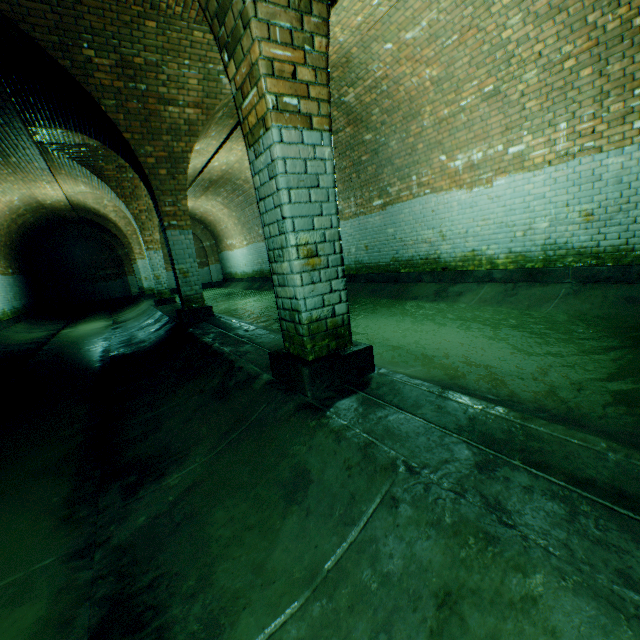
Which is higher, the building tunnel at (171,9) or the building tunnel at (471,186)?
the building tunnel at (171,9)

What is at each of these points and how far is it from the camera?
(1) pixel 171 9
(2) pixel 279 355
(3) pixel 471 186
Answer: (1) building tunnel, 4.2 meters
(2) support arch, 2.6 meters
(3) building tunnel, 6.1 meters

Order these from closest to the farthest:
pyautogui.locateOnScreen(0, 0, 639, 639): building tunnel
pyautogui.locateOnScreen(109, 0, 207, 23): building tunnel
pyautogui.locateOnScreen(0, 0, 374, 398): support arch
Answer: pyautogui.locateOnScreen(0, 0, 639, 639): building tunnel → pyautogui.locateOnScreen(0, 0, 374, 398): support arch → pyautogui.locateOnScreen(109, 0, 207, 23): building tunnel

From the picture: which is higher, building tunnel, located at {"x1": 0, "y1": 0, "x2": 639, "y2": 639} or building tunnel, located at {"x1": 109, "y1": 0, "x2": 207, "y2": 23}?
building tunnel, located at {"x1": 109, "y1": 0, "x2": 207, "y2": 23}

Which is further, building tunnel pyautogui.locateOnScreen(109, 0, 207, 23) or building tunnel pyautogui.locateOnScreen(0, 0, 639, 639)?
building tunnel pyautogui.locateOnScreen(109, 0, 207, 23)

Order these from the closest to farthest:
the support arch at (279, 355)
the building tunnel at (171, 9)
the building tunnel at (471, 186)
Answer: the building tunnel at (471, 186), the support arch at (279, 355), the building tunnel at (171, 9)

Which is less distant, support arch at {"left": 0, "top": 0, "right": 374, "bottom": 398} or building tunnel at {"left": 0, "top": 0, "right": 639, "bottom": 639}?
building tunnel at {"left": 0, "top": 0, "right": 639, "bottom": 639}
